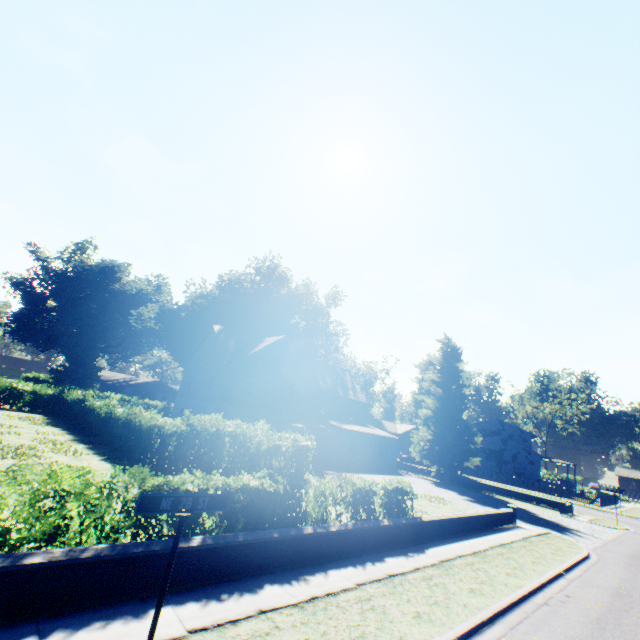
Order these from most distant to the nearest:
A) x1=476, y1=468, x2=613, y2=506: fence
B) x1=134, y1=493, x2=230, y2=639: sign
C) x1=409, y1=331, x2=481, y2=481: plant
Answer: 1. x1=476, y1=468, x2=613, y2=506: fence
2. x1=409, y1=331, x2=481, y2=481: plant
3. x1=134, y1=493, x2=230, y2=639: sign

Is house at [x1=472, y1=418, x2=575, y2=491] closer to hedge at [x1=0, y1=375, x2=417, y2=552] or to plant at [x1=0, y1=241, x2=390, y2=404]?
plant at [x1=0, y1=241, x2=390, y2=404]

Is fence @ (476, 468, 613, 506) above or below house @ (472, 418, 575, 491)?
below

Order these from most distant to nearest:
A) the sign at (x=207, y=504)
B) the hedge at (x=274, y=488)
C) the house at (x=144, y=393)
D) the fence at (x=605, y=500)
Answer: the house at (x=144, y=393)
the fence at (x=605, y=500)
the hedge at (x=274, y=488)
the sign at (x=207, y=504)

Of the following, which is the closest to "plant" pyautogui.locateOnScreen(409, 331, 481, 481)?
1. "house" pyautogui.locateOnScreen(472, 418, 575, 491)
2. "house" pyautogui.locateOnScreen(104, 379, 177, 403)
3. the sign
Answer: "house" pyautogui.locateOnScreen(472, 418, 575, 491)

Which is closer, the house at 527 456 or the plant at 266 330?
the plant at 266 330

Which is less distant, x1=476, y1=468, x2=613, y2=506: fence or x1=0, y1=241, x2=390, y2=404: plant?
x1=476, y1=468, x2=613, y2=506: fence

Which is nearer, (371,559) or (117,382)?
(371,559)
